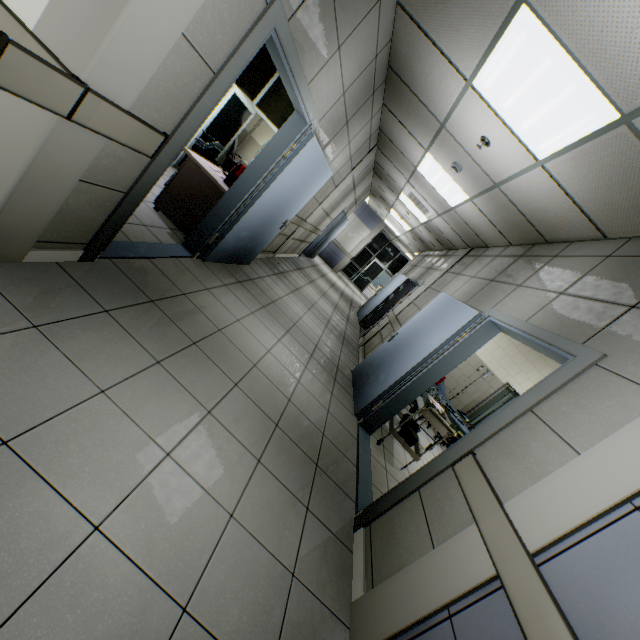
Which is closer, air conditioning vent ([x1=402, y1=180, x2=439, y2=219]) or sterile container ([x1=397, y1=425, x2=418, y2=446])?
sterile container ([x1=397, y1=425, x2=418, y2=446])

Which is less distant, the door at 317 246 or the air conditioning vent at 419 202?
the air conditioning vent at 419 202

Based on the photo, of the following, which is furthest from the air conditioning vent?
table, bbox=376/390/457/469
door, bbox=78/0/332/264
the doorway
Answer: table, bbox=376/390/457/469

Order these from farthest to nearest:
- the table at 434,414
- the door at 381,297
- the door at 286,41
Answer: the door at 381,297 < the table at 434,414 < the door at 286,41

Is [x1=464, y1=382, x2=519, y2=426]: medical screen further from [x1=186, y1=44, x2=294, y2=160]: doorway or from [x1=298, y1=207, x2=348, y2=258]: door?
Result: [x1=298, y1=207, x2=348, y2=258]: door

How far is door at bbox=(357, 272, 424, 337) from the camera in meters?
8.4 m

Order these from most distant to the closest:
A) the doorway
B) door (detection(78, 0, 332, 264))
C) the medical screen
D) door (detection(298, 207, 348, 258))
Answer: door (detection(298, 207, 348, 258)), the medical screen, the doorway, door (detection(78, 0, 332, 264))

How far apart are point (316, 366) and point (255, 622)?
3.2m
